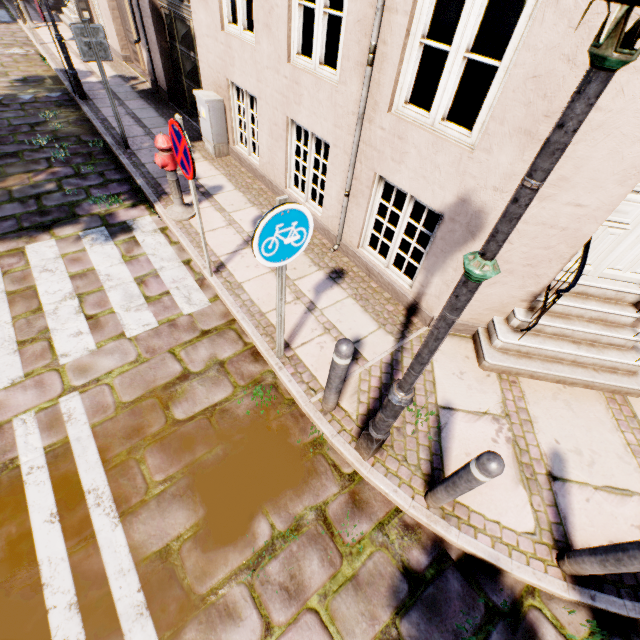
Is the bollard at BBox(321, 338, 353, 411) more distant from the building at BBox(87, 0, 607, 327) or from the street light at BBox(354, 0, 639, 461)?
the building at BBox(87, 0, 607, 327)

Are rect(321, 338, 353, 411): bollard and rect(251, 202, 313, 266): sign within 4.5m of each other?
yes

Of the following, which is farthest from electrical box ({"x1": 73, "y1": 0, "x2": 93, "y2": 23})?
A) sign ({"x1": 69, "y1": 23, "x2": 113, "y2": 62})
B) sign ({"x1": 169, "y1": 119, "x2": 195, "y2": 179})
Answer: sign ({"x1": 169, "y1": 119, "x2": 195, "y2": 179})

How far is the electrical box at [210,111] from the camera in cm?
614

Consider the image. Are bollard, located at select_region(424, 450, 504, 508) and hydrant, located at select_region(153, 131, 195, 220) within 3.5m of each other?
no

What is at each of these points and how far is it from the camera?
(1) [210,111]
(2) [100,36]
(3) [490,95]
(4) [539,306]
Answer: (1) electrical box, 6.2 meters
(2) sign, 5.4 meters
(3) building, 2.7 meters
(4) building, 3.8 meters

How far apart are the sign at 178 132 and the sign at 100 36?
4.2 meters

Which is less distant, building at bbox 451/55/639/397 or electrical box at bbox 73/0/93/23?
building at bbox 451/55/639/397
